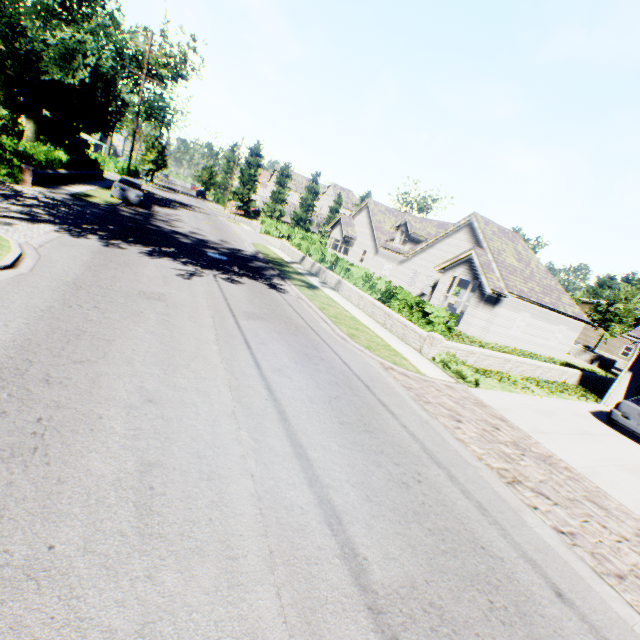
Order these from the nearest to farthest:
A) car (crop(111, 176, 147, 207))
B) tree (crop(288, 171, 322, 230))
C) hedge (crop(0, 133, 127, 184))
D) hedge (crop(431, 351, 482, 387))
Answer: hedge (crop(431, 351, 482, 387)), hedge (crop(0, 133, 127, 184)), car (crop(111, 176, 147, 207)), tree (crop(288, 171, 322, 230))

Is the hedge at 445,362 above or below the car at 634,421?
below

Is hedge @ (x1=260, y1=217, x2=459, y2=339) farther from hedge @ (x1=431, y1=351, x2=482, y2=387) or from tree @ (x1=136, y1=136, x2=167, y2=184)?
tree @ (x1=136, y1=136, x2=167, y2=184)

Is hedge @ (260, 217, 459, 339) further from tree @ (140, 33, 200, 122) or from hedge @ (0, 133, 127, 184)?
hedge @ (0, 133, 127, 184)

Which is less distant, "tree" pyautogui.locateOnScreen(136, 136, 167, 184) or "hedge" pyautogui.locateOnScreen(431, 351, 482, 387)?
"hedge" pyautogui.locateOnScreen(431, 351, 482, 387)

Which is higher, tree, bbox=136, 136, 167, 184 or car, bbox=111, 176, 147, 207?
tree, bbox=136, 136, 167, 184

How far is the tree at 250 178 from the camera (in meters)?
51.59

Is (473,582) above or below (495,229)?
below
